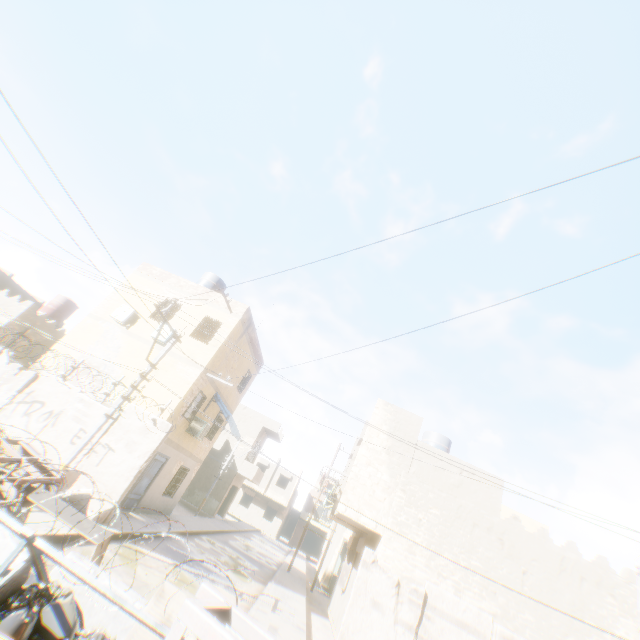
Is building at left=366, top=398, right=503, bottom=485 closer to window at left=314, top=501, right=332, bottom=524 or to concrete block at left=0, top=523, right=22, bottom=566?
window at left=314, top=501, right=332, bottom=524

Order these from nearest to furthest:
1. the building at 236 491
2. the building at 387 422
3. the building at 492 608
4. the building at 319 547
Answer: the building at 492 608 < the building at 387 422 < the building at 236 491 < the building at 319 547

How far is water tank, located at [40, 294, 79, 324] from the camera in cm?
2327

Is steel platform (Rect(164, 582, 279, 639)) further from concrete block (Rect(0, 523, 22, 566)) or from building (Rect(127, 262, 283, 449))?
building (Rect(127, 262, 283, 449))

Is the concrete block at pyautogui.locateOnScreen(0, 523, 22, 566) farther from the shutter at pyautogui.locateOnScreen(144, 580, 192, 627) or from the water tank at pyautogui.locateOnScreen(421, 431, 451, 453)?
the water tank at pyautogui.locateOnScreen(421, 431, 451, 453)

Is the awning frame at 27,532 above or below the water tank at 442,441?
below

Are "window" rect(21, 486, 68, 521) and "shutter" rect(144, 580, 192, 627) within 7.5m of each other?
yes

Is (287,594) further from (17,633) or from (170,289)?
(170,289)
